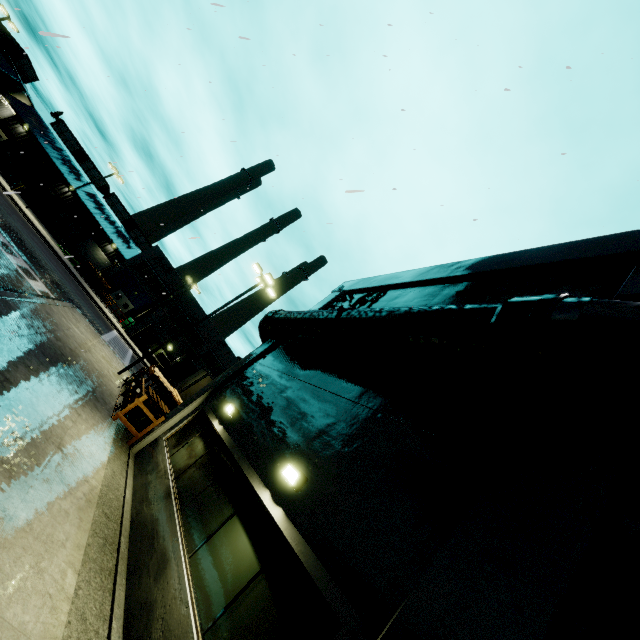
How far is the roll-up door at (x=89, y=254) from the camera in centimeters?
4834cm

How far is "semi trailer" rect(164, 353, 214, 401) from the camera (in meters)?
23.20

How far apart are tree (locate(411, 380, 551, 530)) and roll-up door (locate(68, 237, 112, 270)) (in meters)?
57.47

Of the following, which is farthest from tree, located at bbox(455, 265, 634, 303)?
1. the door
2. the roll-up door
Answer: the roll-up door

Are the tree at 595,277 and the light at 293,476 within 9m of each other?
yes

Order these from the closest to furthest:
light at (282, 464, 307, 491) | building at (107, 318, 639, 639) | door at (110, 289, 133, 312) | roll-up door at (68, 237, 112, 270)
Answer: building at (107, 318, 639, 639), light at (282, 464, 307, 491), door at (110, 289, 133, 312), roll-up door at (68, 237, 112, 270)

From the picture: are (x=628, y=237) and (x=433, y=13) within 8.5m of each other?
yes

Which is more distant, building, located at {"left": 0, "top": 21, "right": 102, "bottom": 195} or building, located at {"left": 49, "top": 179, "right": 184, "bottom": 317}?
building, located at {"left": 49, "top": 179, "right": 184, "bottom": 317}
